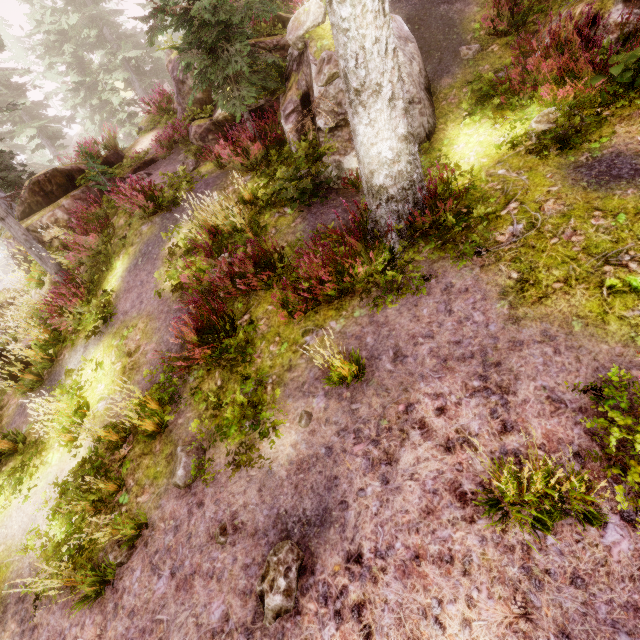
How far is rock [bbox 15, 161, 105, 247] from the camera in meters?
11.0

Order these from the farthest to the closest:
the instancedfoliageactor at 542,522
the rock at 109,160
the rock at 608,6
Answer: the rock at 109,160, the rock at 608,6, the instancedfoliageactor at 542,522

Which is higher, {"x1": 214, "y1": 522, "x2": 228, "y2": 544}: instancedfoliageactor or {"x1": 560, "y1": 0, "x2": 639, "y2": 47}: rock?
{"x1": 560, "y1": 0, "x2": 639, "y2": 47}: rock

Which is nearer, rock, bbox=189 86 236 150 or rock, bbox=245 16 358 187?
rock, bbox=245 16 358 187

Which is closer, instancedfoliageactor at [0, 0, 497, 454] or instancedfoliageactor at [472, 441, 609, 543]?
instancedfoliageactor at [472, 441, 609, 543]

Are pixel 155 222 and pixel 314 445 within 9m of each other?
yes

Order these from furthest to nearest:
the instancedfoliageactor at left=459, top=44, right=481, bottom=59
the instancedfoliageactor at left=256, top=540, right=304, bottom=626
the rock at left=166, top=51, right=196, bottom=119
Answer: the rock at left=166, top=51, right=196, bottom=119
the instancedfoliageactor at left=459, top=44, right=481, bottom=59
the instancedfoliageactor at left=256, top=540, right=304, bottom=626

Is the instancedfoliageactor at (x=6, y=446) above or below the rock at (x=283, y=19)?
below
